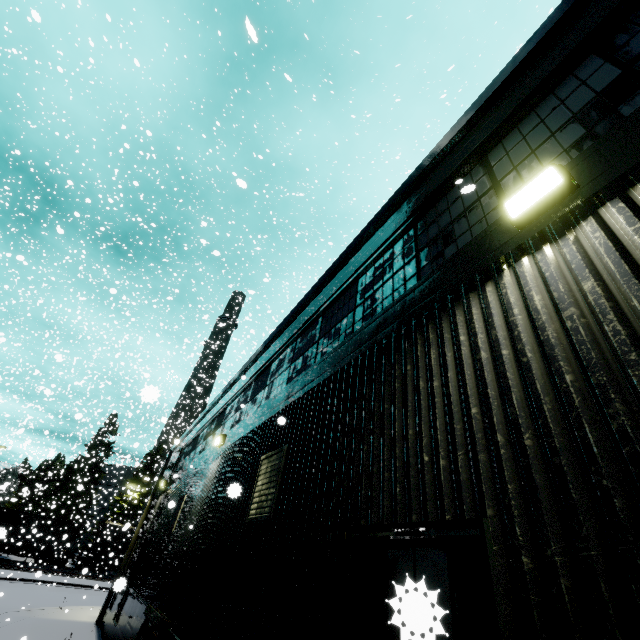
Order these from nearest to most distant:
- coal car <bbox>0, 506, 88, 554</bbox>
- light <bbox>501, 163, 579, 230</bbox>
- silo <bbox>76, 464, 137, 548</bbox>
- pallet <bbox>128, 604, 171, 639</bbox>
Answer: light <bbox>501, 163, 579, 230</bbox>, pallet <bbox>128, 604, 171, 639</bbox>, coal car <bbox>0, 506, 88, 554</bbox>, silo <bbox>76, 464, 137, 548</bbox>

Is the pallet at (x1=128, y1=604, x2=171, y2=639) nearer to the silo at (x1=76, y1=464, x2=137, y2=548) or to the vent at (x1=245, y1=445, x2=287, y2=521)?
the vent at (x1=245, y1=445, x2=287, y2=521)

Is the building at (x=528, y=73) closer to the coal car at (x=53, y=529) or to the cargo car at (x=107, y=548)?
the coal car at (x=53, y=529)

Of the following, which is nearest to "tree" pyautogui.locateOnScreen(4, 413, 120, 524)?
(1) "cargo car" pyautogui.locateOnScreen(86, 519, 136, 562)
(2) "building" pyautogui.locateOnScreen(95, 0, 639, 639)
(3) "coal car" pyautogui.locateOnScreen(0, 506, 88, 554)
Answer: (1) "cargo car" pyautogui.locateOnScreen(86, 519, 136, 562)

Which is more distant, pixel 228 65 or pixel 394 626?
pixel 228 65

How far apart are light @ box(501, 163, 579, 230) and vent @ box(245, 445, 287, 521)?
4.2m

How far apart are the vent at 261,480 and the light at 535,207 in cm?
417

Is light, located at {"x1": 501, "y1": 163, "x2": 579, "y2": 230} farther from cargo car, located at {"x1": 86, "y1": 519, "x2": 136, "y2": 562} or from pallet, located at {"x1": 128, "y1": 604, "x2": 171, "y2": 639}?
cargo car, located at {"x1": 86, "y1": 519, "x2": 136, "y2": 562}
